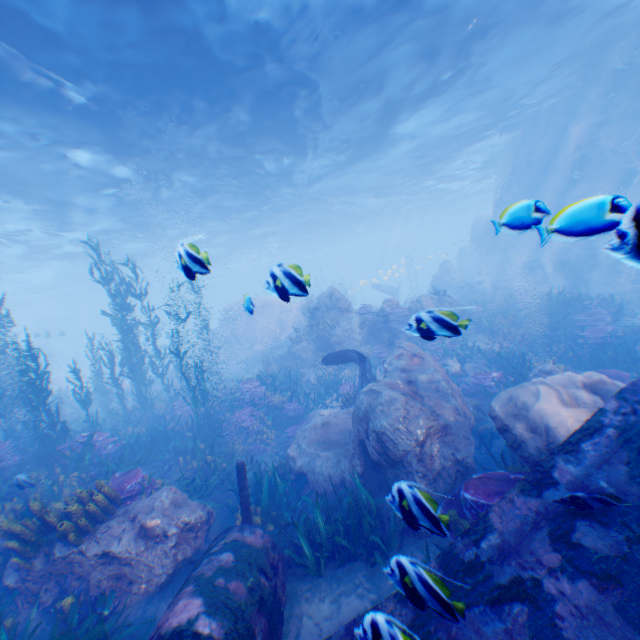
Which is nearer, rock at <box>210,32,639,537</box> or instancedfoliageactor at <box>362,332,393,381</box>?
rock at <box>210,32,639,537</box>

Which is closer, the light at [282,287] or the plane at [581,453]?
the plane at [581,453]

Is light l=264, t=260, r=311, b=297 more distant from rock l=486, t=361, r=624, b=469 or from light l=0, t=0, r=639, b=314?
light l=0, t=0, r=639, b=314

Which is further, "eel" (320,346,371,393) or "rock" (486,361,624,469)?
"eel" (320,346,371,393)

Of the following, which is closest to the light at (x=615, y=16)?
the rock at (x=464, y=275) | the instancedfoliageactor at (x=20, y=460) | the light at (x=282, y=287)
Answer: the rock at (x=464, y=275)

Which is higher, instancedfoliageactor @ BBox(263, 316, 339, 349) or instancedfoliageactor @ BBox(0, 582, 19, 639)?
instancedfoliageactor @ BBox(263, 316, 339, 349)

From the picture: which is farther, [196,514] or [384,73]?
[384,73]

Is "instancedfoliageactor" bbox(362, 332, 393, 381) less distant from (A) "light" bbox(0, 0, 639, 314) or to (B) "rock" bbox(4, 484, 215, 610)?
(B) "rock" bbox(4, 484, 215, 610)
